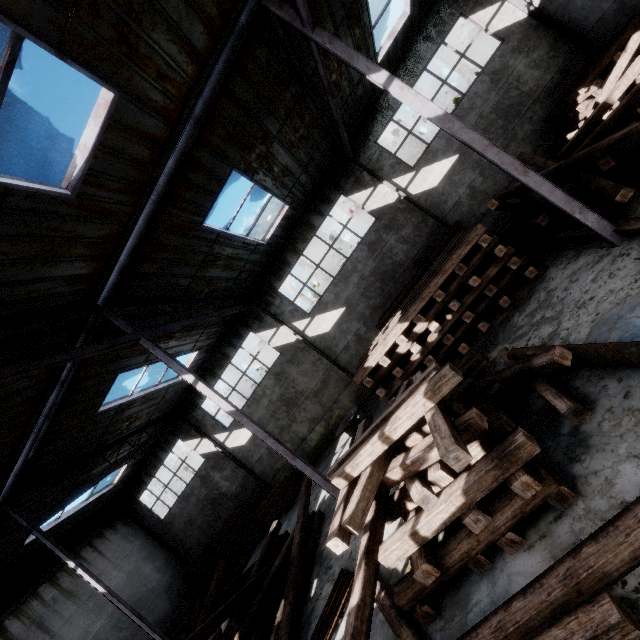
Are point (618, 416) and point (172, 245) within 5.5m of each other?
no

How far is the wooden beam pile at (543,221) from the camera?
7.48m

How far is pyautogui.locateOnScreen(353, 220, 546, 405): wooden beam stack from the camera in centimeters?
808cm

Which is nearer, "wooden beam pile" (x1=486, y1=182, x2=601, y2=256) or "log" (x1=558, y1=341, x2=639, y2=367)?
"log" (x1=558, y1=341, x2=639, y2=367)

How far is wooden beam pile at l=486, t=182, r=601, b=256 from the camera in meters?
7.5 m

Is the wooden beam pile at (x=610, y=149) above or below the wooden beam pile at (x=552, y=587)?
above

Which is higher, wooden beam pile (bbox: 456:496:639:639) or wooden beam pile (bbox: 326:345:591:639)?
wooden beam pile (bbox: 326:345:591:639)

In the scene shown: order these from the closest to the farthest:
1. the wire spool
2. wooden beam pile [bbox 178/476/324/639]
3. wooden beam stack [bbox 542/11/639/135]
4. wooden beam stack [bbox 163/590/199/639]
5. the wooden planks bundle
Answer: wooden beam pile [bbox 178/476/324/639] < wooden beam stack [bbox 542/11/639/135] < the wire spool < wooden beam stack [bbox 163/590/199/639] < the wooden planks bundle
